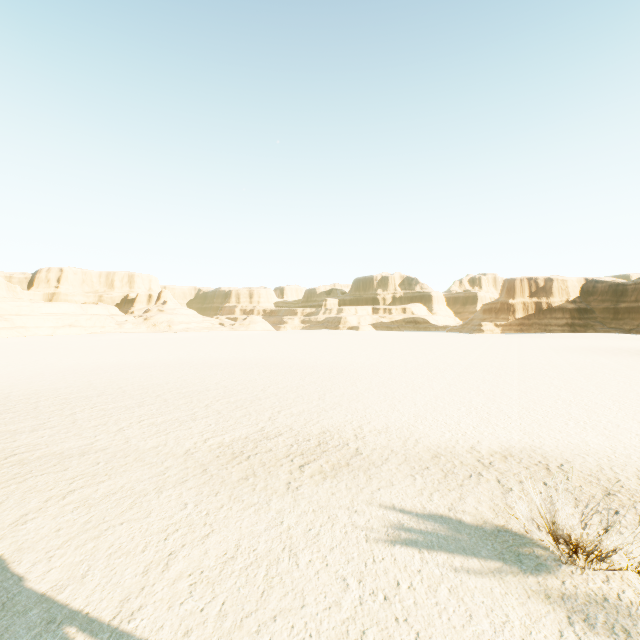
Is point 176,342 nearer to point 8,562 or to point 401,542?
point 8,562
